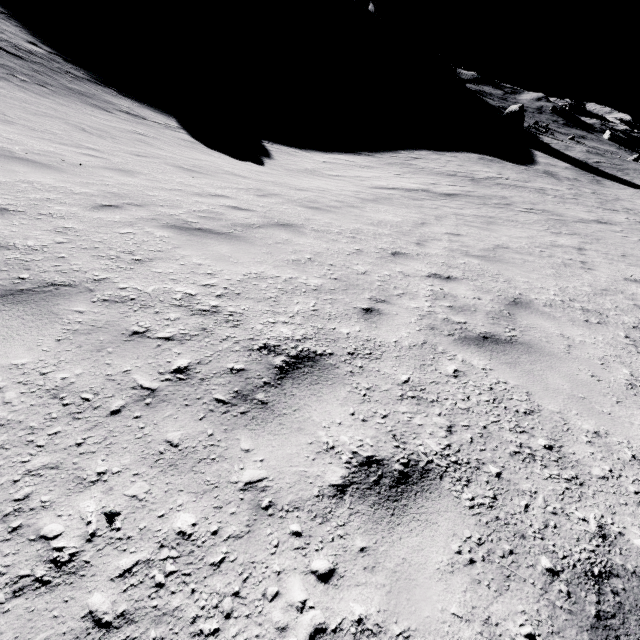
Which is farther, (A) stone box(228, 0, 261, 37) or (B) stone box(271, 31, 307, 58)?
(B) stone box(271, 31, 307, 58)

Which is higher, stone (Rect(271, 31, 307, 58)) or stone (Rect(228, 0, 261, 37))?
stone (Rect(228, 0, 261, 37))

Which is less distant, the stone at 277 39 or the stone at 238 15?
the stone at 238 15

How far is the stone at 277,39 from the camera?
57.2 meters

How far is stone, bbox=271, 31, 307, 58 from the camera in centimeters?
5719cm

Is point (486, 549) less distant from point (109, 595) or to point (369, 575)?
point (369, 575)
